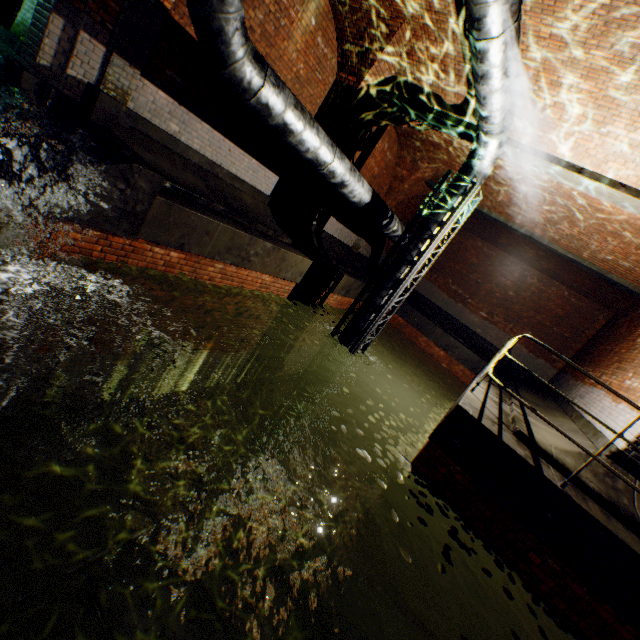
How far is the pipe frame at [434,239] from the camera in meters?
6.9

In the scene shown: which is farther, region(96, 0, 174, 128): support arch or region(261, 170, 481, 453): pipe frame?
region(261, 170, 481, 453): pipe frame

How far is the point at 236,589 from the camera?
5.4m

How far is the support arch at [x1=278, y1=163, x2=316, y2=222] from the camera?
9.14m

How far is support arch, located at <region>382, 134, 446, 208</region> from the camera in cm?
1086

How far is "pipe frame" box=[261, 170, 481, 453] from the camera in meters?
6.9 m

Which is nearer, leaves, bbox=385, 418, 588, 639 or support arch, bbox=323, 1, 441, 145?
leaves, bbox=385, 418, 588, 639

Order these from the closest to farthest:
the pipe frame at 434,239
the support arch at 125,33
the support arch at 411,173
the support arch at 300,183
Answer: the support arch at 125,33 → the pipe frame at 434,239 → the support arch at 300,183 → the support arch at 411,173
